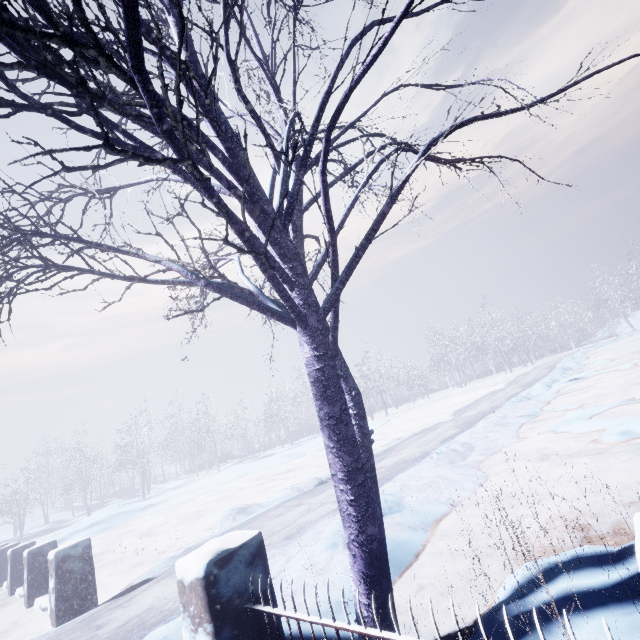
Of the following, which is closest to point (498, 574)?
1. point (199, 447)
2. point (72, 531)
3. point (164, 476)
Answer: point (72, 531)

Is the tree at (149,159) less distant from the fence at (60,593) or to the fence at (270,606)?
the fence at (270,606)

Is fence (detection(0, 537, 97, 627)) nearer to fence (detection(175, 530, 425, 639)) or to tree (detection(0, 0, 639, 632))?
tree (detection(0, 0, 639, 632))

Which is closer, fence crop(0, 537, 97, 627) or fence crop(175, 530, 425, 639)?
fence crop(175, 530, 425, 639)

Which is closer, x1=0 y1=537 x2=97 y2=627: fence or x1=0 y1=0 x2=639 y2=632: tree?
x1=0 y1=0 x2=639 y2=632: tree

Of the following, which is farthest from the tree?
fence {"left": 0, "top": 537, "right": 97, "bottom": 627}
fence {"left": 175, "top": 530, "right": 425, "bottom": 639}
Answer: fence {"left": 0, "top": 537, "right": 97, "bottom": 627}
